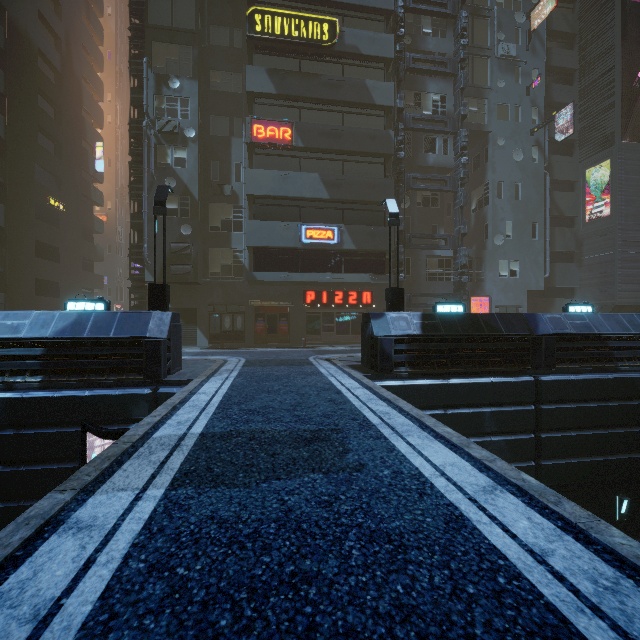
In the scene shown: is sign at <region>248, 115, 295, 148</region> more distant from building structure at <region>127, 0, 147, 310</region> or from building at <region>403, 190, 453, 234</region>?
building structure at <region>127, 0, 147, 310</region>

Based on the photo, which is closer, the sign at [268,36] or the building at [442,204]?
the sign at [268,36]

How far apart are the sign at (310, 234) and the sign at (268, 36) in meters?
10.4

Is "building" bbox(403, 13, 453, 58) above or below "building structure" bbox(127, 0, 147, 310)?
above

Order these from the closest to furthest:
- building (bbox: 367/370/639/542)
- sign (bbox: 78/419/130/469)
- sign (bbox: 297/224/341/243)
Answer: sign (bbox: 78/419/130/469), building (bbox: 367/370/639/542), sign (bbox: 297/224/341/243)

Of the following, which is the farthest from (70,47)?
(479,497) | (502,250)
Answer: (479,497)

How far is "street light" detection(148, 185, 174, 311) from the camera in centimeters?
1141cm

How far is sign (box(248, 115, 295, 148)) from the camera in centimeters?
1862cm
